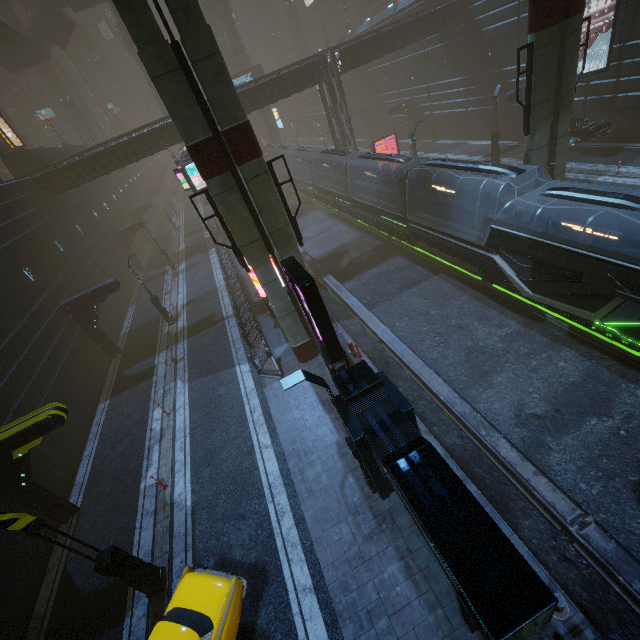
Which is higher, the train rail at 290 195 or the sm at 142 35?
the sm at 142 35

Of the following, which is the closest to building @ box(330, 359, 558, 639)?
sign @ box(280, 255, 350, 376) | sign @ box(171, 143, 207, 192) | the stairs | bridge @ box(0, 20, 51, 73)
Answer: sign @ box(171, 143, 207, 192)

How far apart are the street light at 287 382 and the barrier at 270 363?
7.34m

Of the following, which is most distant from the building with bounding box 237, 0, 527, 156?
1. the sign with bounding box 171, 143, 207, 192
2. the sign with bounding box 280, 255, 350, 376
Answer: the sign with bounding box 280, 255, 350, 376

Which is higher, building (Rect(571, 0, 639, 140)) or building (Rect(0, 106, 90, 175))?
building (Rect(0, 106, 90, 175))

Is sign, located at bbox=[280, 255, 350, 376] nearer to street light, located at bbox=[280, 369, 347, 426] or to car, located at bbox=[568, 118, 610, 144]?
street light, located at bbox=[280, 369, 347, 426]

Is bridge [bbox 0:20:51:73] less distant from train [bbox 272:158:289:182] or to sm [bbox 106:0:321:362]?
sm [bbox 106:0:321:362]

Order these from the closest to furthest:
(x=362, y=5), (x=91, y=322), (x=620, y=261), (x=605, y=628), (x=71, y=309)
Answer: (x=605, y=628)
(x=620, y=261)
(x=71, y=309)
(x=91, y=322)
(x=362, y=5)
